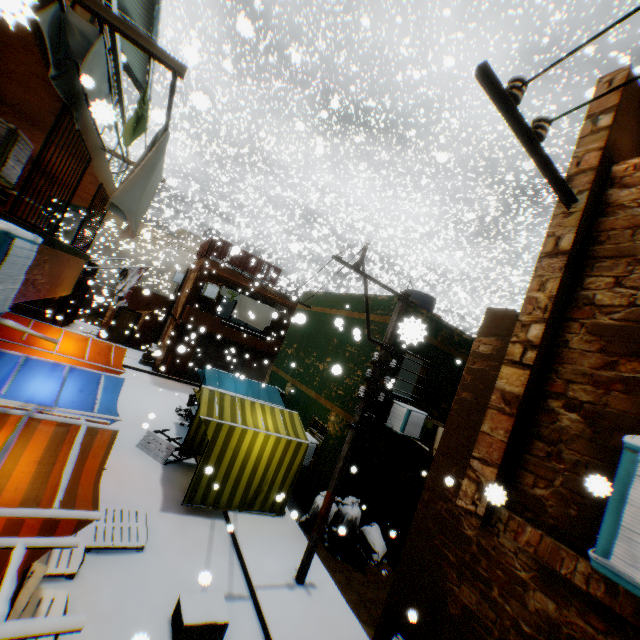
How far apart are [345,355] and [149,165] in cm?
798

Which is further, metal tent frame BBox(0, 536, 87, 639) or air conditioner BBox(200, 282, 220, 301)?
air conditioner BBox(200, 282, 220, 301)

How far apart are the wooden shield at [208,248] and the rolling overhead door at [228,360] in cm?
33

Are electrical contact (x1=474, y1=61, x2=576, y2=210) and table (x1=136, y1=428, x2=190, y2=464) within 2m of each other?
no

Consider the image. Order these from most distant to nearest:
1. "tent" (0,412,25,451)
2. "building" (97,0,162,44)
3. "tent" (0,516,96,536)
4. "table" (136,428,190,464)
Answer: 1. "table" (136,428,190,464)
2. "building" (97,0,162,44)
3. "tent" (0,412,25,451)
4. "tent" (0,516,96,536)

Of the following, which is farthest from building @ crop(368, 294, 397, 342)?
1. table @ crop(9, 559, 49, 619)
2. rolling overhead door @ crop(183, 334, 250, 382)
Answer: table @ crop(9, 559, 49, 619)

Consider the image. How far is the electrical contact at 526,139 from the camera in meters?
2.6
